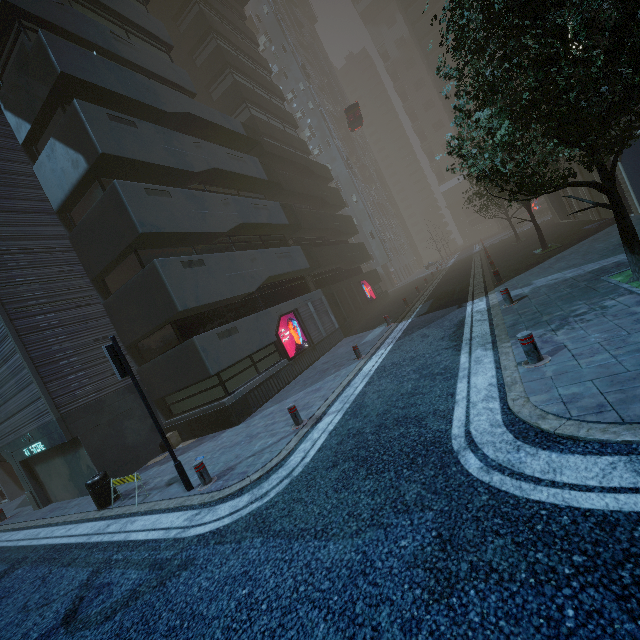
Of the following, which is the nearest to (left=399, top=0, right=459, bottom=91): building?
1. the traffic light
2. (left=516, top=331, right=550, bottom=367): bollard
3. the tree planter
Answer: the tree planter

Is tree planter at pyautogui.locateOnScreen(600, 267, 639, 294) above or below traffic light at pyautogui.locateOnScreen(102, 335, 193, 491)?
below

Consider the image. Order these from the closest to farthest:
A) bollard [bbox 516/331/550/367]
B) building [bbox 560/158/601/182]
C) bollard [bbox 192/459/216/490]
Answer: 1. bollard [bbox 516/331/550/367]
2. bollard [bbox 192/459/216/490]
3. building [bbox 560/158/601/182]

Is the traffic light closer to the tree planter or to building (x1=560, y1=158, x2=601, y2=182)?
building (x1=560, y1=158, x2=601, y2=182)

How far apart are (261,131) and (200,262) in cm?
1792

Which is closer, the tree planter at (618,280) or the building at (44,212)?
the tree planter at (618,280)

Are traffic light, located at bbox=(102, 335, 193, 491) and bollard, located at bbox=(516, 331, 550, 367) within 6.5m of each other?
no

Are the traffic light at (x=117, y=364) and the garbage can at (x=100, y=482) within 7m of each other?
yes
